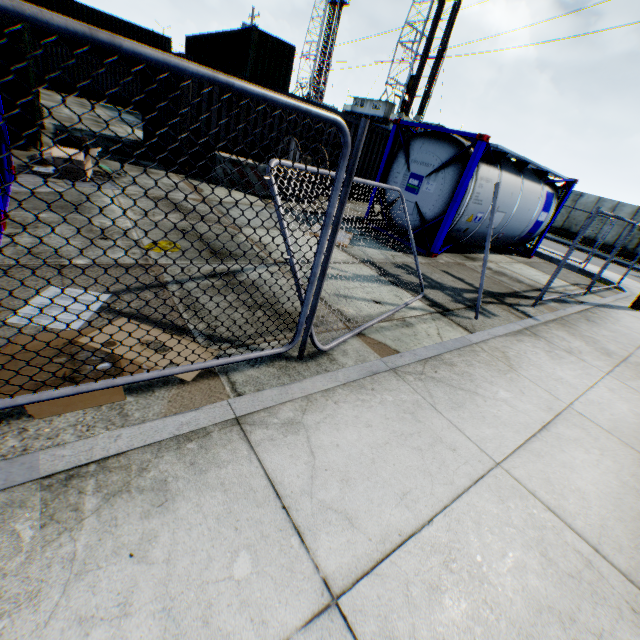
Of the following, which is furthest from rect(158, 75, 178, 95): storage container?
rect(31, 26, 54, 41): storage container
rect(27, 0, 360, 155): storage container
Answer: rect(31, 26, 54, 41): storage container

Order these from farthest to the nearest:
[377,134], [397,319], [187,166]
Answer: [377,134] → [187,166] → [397,319]

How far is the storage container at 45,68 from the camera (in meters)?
22.91

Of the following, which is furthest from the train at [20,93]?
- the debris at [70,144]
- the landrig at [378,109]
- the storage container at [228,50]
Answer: the landrig at [378,109]

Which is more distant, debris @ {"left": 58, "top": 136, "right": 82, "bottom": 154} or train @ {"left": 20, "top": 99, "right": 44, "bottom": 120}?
train @ {"left": 20, "top": 99, "right": 44, "bottom": 120}

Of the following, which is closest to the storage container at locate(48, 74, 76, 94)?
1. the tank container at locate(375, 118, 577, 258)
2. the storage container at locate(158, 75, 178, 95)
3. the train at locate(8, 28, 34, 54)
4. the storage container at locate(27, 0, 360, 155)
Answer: the storage container at locate(27, 0, 360, 155)

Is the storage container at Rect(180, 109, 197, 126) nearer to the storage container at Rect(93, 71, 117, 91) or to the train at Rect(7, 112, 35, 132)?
the train at Rect(7, 112, 35, 132)

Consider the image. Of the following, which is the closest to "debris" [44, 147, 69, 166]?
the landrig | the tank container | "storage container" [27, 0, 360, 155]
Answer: the tank container
